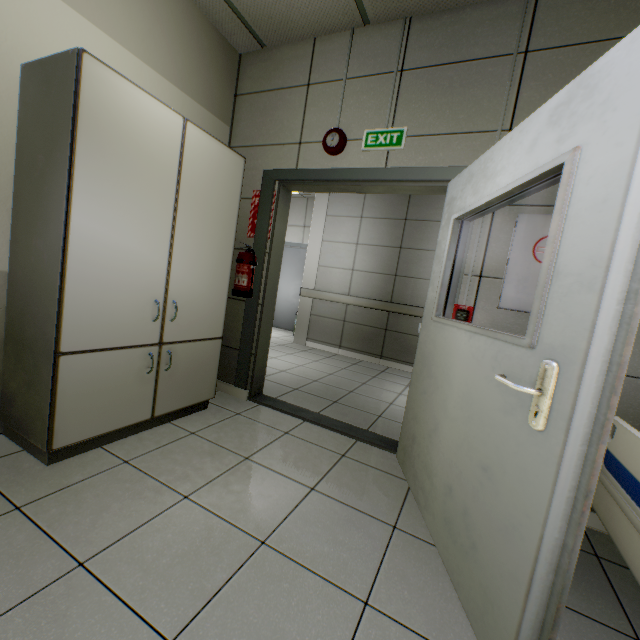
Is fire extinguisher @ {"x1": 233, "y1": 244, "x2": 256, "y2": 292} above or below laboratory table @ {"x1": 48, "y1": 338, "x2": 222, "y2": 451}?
above

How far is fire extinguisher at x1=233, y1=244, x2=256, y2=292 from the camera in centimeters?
289cm

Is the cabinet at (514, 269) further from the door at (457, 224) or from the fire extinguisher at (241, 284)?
the fire extinguisher at (241, 284)

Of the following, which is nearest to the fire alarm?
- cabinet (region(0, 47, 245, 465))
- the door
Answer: the door

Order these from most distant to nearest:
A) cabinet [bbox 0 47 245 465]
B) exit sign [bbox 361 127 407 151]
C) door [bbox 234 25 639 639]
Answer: exit sign [bbox 361 127 407 151] < cabinet [bbox 0 47 245 465] < door [bbox 234 25 639 639]

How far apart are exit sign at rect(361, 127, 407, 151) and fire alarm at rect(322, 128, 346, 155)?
0.16m

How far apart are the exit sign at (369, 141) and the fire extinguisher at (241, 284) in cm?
126

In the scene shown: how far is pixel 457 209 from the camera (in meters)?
1.98
